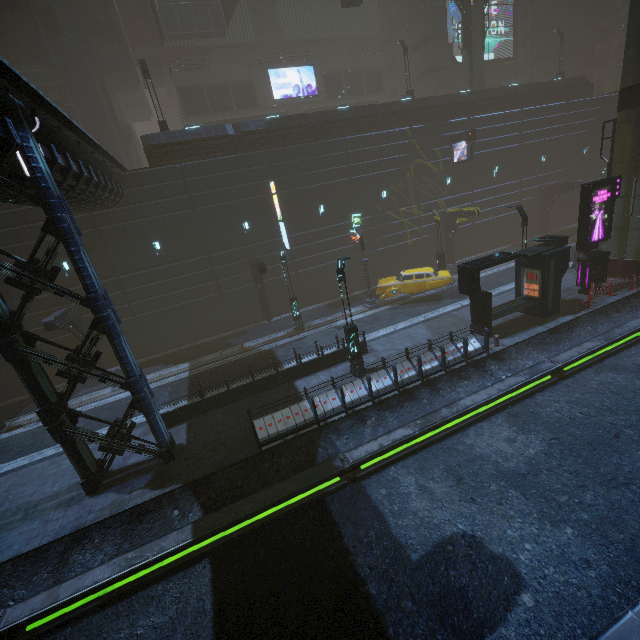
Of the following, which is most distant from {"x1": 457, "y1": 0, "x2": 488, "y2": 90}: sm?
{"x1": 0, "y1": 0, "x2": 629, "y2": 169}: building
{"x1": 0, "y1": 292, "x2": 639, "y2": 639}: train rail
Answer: {"x1": 0, "y1": 292, "x2": 639, "y2": 639}: train rail

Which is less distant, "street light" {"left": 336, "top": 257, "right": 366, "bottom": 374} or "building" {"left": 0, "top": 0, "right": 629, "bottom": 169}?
"street light" {"left": 336, "top": 257, "right": 366, "bottom": 374}

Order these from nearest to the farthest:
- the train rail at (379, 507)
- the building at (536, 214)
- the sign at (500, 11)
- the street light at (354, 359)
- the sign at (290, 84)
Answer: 1. the train rail at (379, 507)
2. the building at (536, 214)
3. the street light at (354, 359)
4. the sign at (290, 84)
5. the sign at (500, 11)

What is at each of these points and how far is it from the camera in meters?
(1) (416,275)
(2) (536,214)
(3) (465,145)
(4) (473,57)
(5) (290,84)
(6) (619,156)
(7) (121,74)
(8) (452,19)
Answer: (1) car, 23.3 m
(2) building, 33.2 m
(3) sign, 25.5 m
(4) sm, 29.9 m
(5) sign, 35.2 m
(6) sm, 17.6 m
(7) building, 33.6 m
(8) sign, 35.0 m

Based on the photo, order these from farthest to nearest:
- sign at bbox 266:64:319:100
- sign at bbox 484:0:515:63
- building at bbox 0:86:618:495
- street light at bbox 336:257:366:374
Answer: sign at bbox 484:0:515:63, sign at bbox 266:64:319:100, street light at bbox 336:257:366:374, building at bbox 0:86:618:495

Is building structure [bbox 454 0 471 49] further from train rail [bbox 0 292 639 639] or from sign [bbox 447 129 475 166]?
train rail [bbox 0 292 639 639]

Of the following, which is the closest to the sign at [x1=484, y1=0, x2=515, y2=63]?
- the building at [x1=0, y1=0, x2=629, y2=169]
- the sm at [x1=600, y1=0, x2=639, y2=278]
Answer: the building at [x1=0, y1=0, x2=629, y2=169]

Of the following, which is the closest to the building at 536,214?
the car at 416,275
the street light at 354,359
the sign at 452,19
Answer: the sign at 452,19
